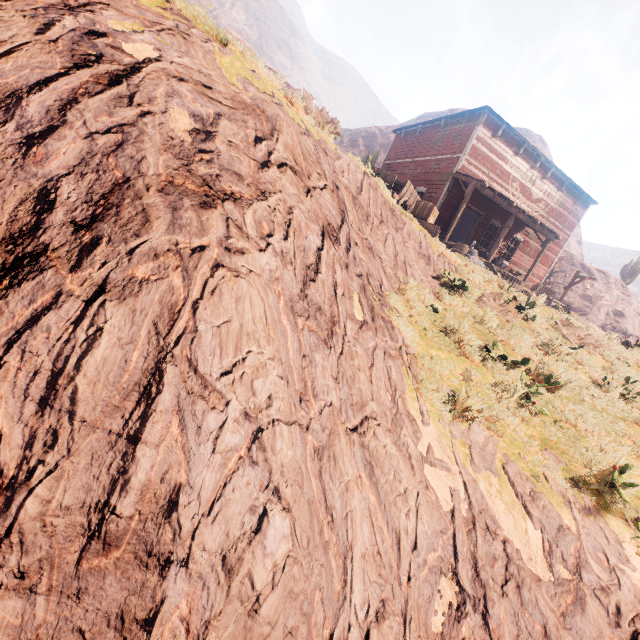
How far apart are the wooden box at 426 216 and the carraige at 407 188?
0.0 meters

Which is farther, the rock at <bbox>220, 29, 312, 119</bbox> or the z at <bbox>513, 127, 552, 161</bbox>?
the z at <bbox>513, 127, 552, 161</bbox>

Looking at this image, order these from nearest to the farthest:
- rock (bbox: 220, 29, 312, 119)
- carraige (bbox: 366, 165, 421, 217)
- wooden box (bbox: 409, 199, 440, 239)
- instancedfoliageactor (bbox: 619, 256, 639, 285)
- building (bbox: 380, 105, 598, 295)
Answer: rock (bbox: 220, 29, 312, 119), carraige (bbox: 366, 165, 421, 217), wooden box (bbox: 409, 199, 440, 239), building (bbox: 380, 105, 598, 295), instancedfoliageactor (bbox: 619, 256, 639, 285)

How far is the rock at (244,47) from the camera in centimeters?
549cm

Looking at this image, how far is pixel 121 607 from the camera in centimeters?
151cm

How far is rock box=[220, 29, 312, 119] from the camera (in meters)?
5.49

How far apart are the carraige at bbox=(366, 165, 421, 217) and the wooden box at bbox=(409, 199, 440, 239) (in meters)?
0.04

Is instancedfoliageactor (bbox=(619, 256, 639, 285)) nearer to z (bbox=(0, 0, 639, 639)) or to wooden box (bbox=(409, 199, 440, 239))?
z (bbox=(0, 0, 639, 639))
